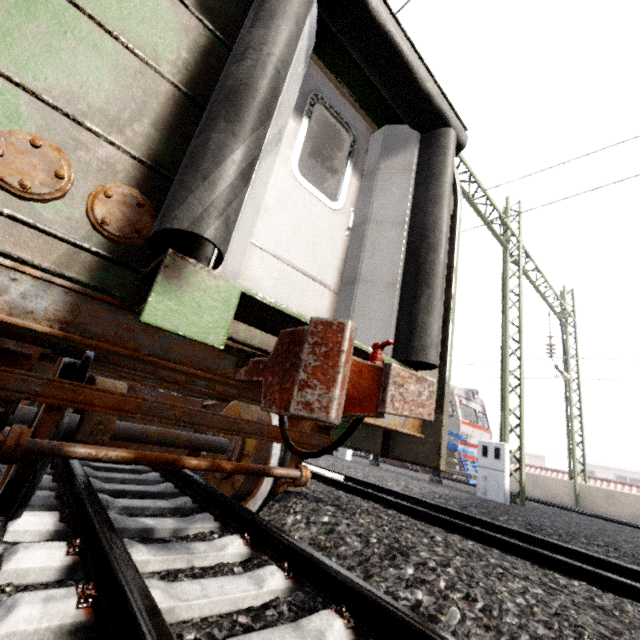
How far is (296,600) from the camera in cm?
184

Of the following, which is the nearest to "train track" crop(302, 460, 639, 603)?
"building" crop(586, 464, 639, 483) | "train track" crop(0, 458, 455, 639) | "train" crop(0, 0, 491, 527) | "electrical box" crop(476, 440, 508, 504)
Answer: "train" crop(0, 0, 491, 527)

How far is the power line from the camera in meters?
9.1

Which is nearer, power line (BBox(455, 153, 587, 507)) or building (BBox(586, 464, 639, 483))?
power line (BBox(455, 153, 587, 507))

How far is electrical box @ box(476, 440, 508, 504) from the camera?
8.2 meters

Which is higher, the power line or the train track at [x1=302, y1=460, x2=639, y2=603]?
the power line

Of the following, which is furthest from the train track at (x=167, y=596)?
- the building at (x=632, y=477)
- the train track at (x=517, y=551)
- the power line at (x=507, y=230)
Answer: the building at (x=632, y=477)

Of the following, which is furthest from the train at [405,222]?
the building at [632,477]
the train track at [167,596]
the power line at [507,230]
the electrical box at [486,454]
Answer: the building at [632,477]
